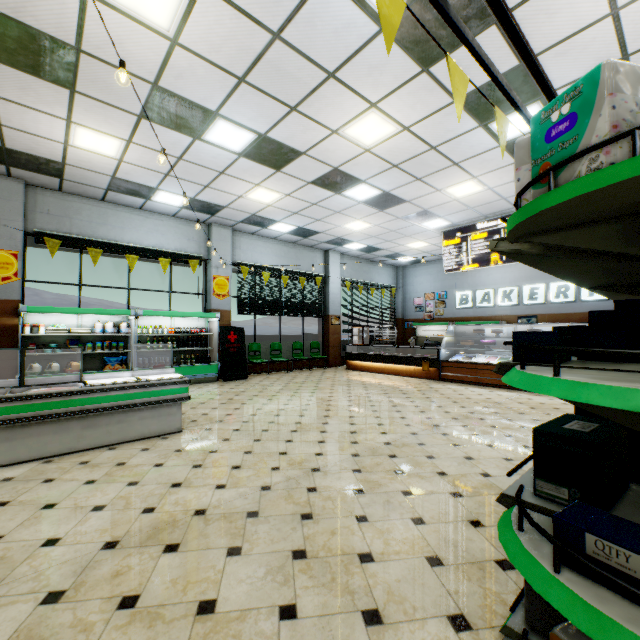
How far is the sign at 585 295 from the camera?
10.98m

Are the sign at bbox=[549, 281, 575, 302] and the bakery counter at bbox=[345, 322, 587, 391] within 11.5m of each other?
yes

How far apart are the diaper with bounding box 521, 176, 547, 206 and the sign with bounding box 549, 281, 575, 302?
13.0m

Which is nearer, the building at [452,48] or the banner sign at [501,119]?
the banner sign at [501,119]

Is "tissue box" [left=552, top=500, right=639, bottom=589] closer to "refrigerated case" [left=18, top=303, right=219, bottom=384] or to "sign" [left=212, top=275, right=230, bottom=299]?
"refrigerated case" [left=18, top=303, right=219, bottom=384]

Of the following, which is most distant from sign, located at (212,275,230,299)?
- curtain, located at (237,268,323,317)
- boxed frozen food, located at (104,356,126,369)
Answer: boxed frozen food, located at (104,356,126,369)

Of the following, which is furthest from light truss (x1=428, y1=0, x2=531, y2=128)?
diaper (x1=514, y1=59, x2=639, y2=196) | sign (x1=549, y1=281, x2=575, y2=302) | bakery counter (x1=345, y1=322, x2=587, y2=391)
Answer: sign (x1=549, y1=281, x2=575, y2=302)

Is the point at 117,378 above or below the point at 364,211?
below
